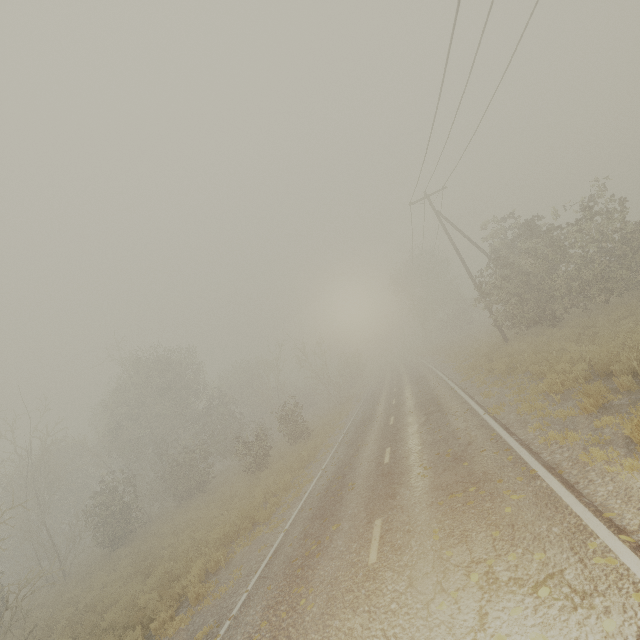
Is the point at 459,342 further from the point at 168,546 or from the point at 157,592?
the point at 157,592
